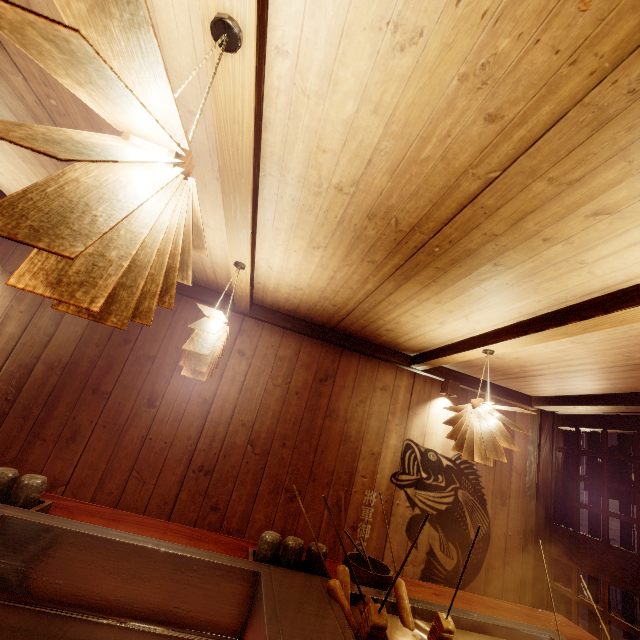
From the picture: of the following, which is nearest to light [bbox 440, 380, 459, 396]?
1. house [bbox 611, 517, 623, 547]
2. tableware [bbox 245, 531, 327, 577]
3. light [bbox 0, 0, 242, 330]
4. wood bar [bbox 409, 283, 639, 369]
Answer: wood bar [bbox 409, 283, 639, 369]

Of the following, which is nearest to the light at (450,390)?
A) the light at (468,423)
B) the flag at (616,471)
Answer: the light at (468,423)

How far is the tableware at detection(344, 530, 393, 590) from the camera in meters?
3.3 m

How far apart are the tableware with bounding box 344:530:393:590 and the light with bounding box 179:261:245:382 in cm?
251

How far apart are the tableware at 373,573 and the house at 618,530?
13.5m

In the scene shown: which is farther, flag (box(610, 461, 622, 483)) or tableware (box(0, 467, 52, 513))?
flag (box(610, 461, 622, 483))

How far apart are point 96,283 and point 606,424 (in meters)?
7.68

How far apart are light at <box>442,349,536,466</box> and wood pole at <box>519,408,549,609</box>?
3.1 meters
